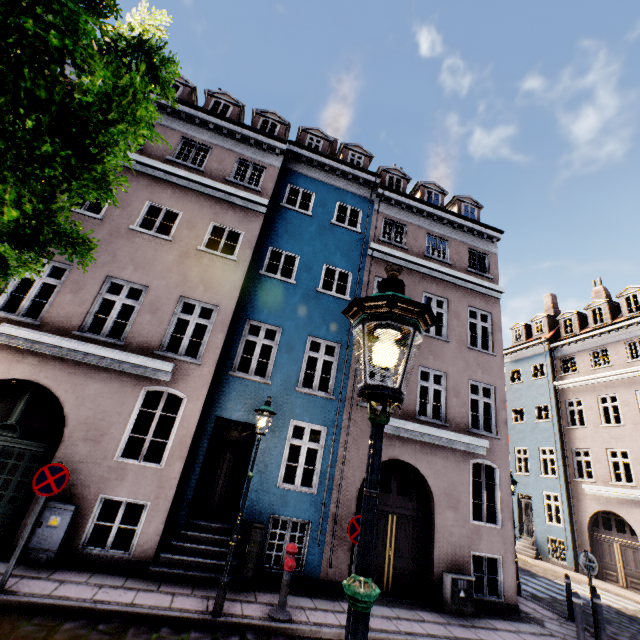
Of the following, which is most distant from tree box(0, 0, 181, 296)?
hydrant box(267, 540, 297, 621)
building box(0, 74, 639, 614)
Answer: hydrant box(267, 540, 297, 621)

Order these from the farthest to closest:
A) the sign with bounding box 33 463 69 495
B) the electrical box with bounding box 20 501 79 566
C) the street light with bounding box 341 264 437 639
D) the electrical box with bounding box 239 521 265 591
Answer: the electrical box with bounding box 239 521 265 591, the electrical box with bounding box 20 501 79 566, the sign with bounding box 33 463 69 495, the street light with bounding box 341 264 437 639

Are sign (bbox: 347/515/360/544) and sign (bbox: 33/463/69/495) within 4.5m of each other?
no

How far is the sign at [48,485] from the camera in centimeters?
576cm

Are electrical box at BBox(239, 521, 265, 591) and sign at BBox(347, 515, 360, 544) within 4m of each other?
yes

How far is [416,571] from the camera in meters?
9.0 m

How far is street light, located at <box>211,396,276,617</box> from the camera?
5.8m

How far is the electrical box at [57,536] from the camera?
6.4 meters
